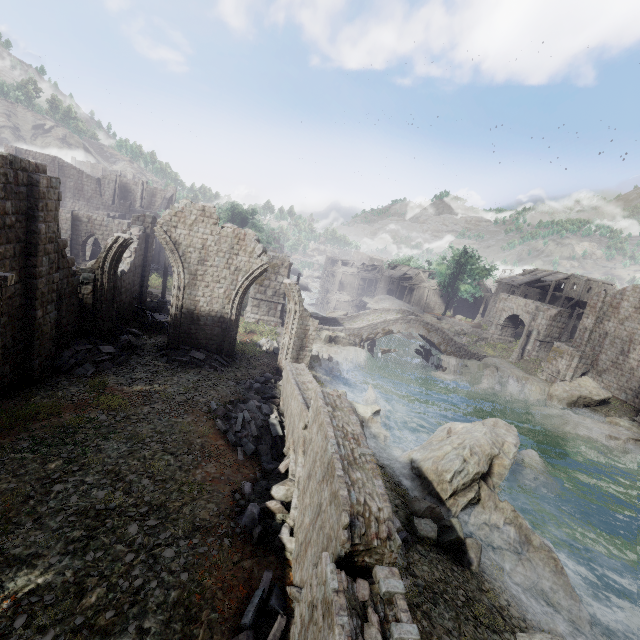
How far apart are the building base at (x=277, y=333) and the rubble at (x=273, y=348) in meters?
0.0 m

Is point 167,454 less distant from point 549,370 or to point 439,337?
point 439,337

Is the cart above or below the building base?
above

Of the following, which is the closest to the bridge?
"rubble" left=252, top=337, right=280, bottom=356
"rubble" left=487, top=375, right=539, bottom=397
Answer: "rubble" left=487, top=375, right=539, bottom=397

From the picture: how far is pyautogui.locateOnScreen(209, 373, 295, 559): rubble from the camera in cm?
695

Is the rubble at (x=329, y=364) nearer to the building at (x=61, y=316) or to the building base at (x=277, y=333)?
the building base at (x=277, y=333)

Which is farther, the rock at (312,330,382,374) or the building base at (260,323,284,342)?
the rock at (312,330,382,374)

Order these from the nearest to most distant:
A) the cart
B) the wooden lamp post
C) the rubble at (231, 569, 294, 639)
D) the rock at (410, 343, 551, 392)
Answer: the rubble at (231, 569, 294, 639)
the wooden lamp post
the cart
the rock at (410, 343, 551, 392)
